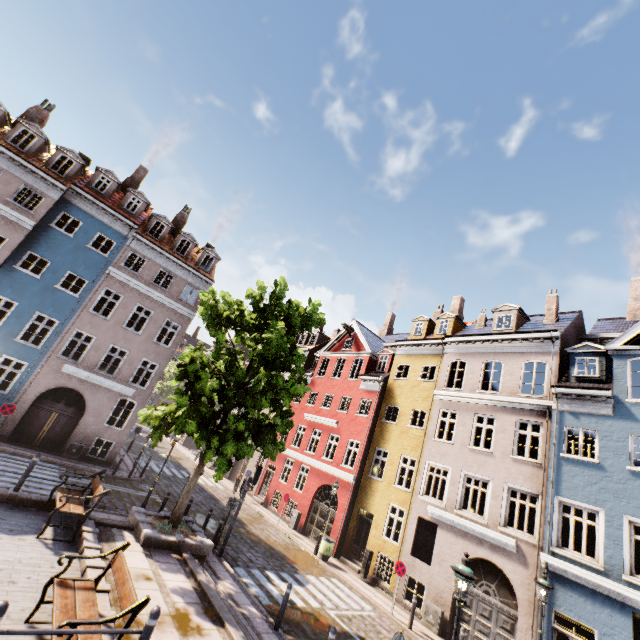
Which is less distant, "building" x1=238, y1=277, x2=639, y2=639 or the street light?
the street light

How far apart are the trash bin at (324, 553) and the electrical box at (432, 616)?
5.1m

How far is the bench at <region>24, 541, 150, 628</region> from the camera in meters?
5.0 m

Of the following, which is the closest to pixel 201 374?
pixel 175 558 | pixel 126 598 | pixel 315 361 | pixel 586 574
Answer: pixel 175 558

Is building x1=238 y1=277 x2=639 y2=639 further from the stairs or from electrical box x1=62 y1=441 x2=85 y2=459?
the stairs

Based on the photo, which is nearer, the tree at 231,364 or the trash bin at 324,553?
the tree at 231,364

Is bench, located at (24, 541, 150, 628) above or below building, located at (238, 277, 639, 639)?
below

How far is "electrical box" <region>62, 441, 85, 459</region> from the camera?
17.7m
